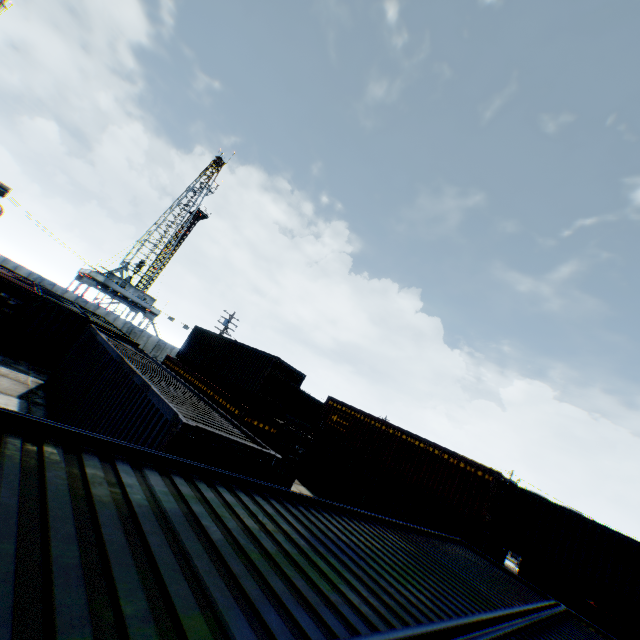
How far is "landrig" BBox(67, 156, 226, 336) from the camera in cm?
4456

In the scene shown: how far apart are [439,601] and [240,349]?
18.06m

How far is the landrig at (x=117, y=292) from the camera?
44.6 meters
